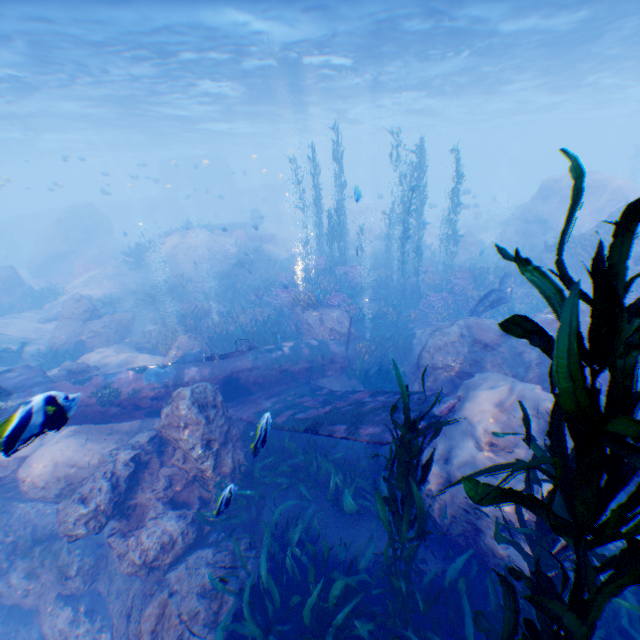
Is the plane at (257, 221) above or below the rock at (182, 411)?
above

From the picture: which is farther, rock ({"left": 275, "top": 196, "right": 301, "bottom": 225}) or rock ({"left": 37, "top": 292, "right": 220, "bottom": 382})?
rock ({"left": 275, "top": 196, "right": 301, "bottom": 225})

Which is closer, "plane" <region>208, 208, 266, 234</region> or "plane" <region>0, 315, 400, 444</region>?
"plane" <region>0, 315, 400, 444</region>

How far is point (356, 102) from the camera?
29.4 meters

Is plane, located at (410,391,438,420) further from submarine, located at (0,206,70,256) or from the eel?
submarine, located at (0,206,70,256)

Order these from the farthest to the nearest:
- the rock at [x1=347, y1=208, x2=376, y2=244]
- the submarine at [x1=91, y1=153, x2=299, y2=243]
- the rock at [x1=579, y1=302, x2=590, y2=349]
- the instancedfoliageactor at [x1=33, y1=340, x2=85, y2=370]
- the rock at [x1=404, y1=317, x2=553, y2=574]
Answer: the submarine at [x1=91, y1=153, x2=299, y2=243] → the rock at [x1=347, y1=208, x2=376, y2=244] → the instancedfoliageactor at [x1=33, y1=340, x2=85, y2=370] → the rock at [x1=579, y1=302, x2=590, y2=349] → the rock at [x1=404, y1=317, x2=553, y2=574]

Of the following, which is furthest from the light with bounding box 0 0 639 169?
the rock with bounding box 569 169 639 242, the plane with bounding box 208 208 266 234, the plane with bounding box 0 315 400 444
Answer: the plane with bounding box 0 315 400 444

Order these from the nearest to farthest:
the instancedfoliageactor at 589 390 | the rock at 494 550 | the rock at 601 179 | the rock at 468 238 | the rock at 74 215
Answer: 1. the instancedfoliageactor at 589 390
2. the rock at 494 550
3. the rock at 601 179
4. the rock at 74 215
5. the rock at 468 238
